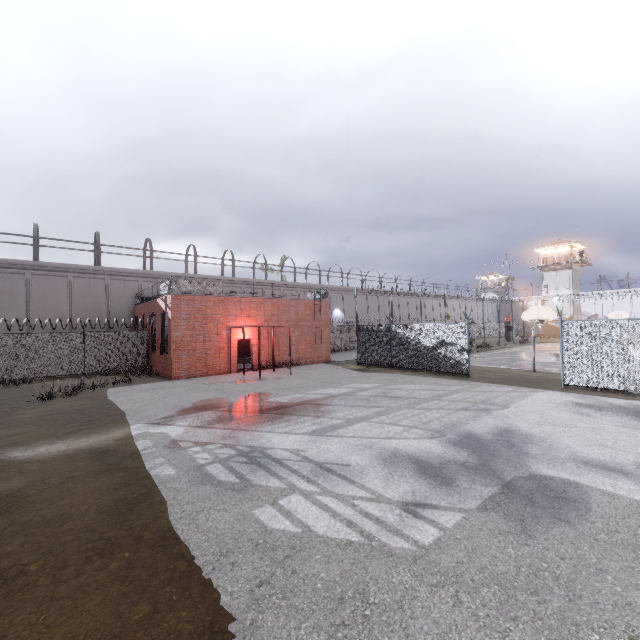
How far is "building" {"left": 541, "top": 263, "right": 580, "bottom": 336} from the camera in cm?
4975

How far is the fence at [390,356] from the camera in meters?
17.1 m

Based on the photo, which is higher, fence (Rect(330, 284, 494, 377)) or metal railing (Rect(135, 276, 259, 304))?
metal railing (Rect(135, 276, 259, 304))

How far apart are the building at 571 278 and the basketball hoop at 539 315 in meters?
39.6 m

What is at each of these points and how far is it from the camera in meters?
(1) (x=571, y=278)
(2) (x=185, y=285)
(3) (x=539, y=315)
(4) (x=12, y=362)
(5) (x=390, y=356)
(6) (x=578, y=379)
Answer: (1) building, 49.6
(2) metal railing, 19.2
(3) basketball hoop, 18.8
(4) fence, 18.7
(5) fence, 20.6
(6) fence, 13.1

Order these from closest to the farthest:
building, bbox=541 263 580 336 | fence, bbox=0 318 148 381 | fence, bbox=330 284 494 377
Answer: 1. fence, bbox=330 284 494 377
2. fence, bbox=0 318 148 381
3. building, bbox=541 263 580 336

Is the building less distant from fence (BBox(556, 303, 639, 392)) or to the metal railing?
fence (BBox(556, 303, 639, 392))

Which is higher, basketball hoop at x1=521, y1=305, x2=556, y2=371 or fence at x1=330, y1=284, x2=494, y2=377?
basketball hoop at x1=521, y1=305, x2=556, y2=371
